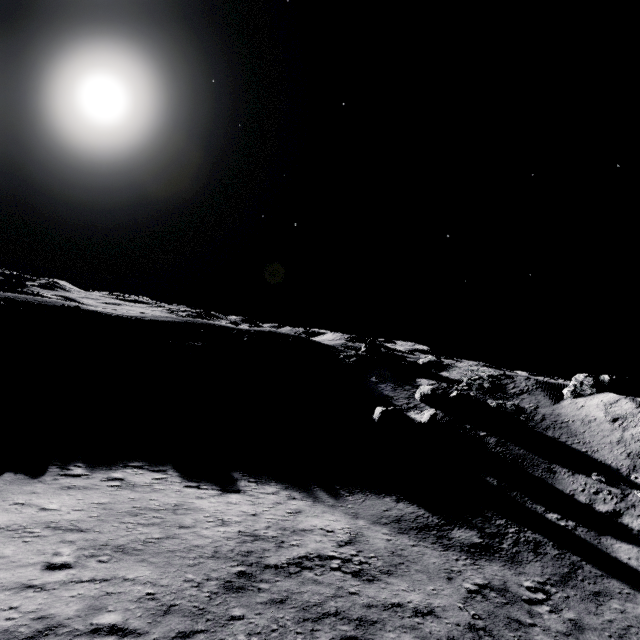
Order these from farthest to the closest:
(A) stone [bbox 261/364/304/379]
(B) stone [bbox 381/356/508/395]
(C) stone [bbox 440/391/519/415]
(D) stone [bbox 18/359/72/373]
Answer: (B) stone [bbox 381/356/508/395] → (A) stone [bbox 261/364/304/379] → (C) stone [bbox 440/391/519/415] → (D) stone [bbox 18/359/72/373]

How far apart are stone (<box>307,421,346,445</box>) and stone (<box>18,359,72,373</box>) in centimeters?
2149cm

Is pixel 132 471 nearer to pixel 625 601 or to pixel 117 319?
pixel 625 601

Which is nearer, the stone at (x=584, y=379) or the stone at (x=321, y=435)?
the stone at (x=321, y=435)

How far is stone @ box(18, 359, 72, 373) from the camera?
26.0 meters

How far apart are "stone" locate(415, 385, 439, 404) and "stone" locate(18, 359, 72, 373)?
35.3m

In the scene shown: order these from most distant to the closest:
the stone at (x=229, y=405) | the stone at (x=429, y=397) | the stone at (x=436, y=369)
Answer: the stone at (x=436, y=369) → the stone at (x=429, y=397) → the stone at (x=229, y=405)

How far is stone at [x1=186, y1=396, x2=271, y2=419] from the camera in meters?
28.8 m
